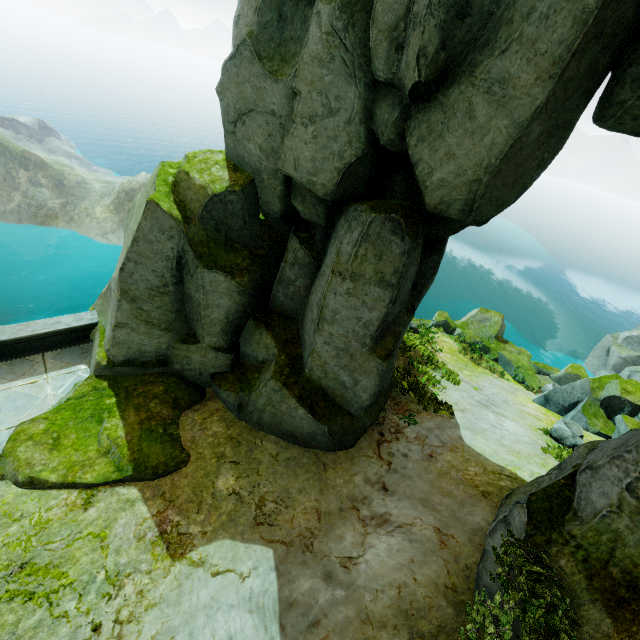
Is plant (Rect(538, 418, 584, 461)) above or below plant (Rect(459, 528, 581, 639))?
below

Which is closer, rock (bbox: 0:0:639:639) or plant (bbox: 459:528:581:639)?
plant (bbox: 459:528:581:639)

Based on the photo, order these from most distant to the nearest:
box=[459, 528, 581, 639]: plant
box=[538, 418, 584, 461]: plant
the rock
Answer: box=[538, 418, 584, 461]: plant
the rock
box=[459, 528, 581, 639]: plant

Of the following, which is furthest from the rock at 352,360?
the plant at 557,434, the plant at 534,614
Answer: the plant at 557,434

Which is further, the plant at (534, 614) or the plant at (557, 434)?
the plant at (557, 434)

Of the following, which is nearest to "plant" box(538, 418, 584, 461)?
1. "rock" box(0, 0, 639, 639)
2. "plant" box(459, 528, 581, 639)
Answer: "rock" box(0, 0, 639, 639)

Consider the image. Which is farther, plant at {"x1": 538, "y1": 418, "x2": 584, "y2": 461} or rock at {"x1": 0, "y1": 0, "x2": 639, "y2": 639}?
plant at {"x1": 538, "y1": 418, "x2": 584, "y2": 461}

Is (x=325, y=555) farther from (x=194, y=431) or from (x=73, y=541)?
(x=73, y=541)
